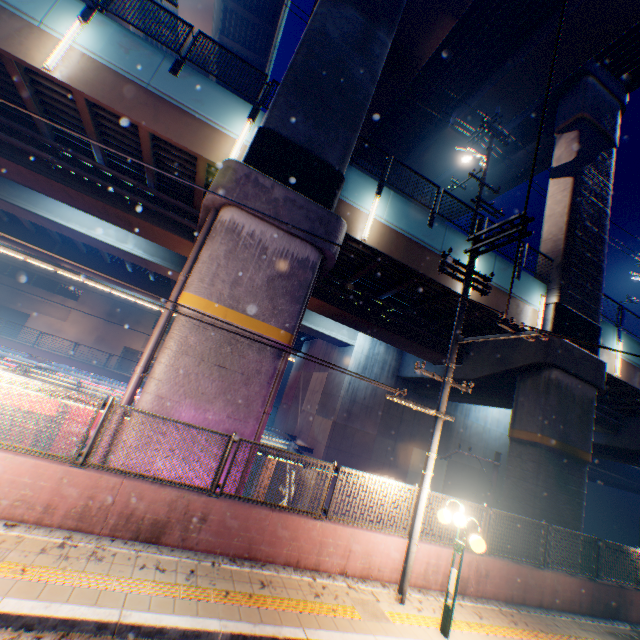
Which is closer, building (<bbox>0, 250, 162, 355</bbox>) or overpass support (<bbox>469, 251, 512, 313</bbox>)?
overpass support (<bbox>469, 251, 512, 313</bbox>)

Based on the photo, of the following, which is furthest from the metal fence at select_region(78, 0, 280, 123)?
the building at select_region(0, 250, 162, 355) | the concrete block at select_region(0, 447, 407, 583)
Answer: the building at select_region(0, 250, 162, 355)

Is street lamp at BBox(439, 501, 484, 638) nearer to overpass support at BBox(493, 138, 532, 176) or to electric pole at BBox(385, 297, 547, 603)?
electric pole at BBox(385, 297, 547, 603)

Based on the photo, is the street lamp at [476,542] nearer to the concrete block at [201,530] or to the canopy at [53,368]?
the concrete block at [201,530]

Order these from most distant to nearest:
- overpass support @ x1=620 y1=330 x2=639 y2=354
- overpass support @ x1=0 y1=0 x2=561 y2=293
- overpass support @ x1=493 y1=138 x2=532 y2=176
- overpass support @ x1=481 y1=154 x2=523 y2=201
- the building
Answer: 1. the building
2. overpass support @ x1=481 y1=154 x2=523 y2=201
3. overpass support @ x1=493 y1=138 x2=532 y2=176
4. overpass support @ x1=620 y1=330 x2=639 y2=354
5. overpass support @ x1=0 y1=0 x2=561 y2=293

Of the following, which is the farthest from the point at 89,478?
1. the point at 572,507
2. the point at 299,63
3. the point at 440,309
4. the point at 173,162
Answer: the point at 572,507

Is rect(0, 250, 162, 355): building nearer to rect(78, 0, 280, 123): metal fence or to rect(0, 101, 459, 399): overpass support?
rect(0, 101, 459, 399): overpass support

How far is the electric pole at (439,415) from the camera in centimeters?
701cm
